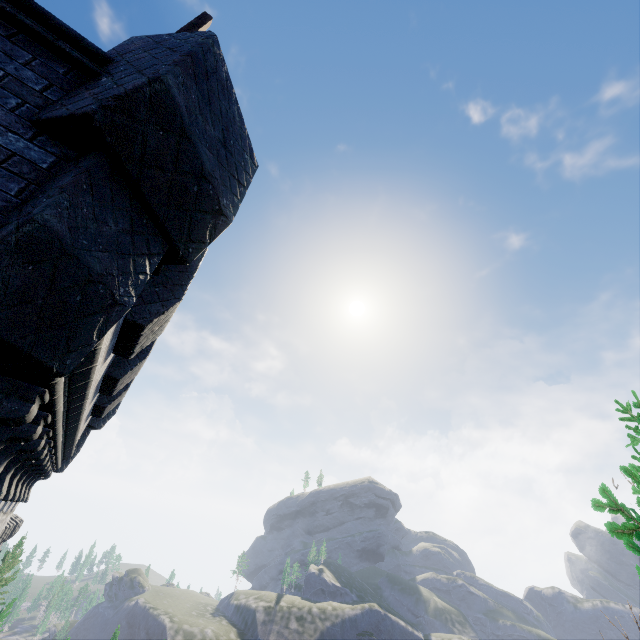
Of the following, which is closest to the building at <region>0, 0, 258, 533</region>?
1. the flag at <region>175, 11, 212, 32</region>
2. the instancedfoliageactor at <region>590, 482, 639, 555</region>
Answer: the flag at <region>175, 11, 212, 32</region>

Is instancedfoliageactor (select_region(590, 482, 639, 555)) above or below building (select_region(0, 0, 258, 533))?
below

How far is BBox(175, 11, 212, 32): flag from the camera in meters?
5.6 m

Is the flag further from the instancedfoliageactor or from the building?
the instancedfoliageactor

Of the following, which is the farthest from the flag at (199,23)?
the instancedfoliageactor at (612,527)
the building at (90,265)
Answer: the instancedfoliageactor at (612,527)

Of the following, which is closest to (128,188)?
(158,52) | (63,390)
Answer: (158,52)

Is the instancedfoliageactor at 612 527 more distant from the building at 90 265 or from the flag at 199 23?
the flag at 199 23
